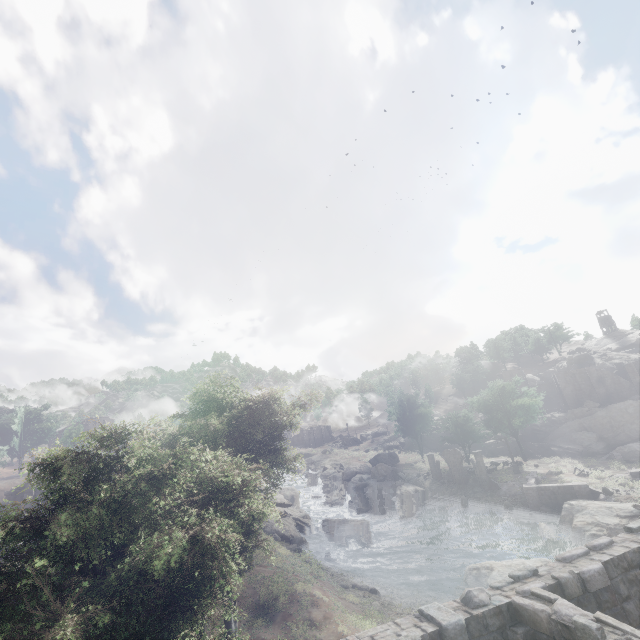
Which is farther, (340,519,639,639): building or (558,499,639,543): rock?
(558,499,639,543): rock

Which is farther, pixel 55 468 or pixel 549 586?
pixel 55 468

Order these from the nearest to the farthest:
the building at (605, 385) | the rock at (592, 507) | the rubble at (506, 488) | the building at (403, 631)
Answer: the building at (403, 631) → the rock at (592, 507) → the rubble at (506, 488) → the building at (605, 385)

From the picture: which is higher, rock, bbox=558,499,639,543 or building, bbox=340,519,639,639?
building, bbox=340,519,639,639

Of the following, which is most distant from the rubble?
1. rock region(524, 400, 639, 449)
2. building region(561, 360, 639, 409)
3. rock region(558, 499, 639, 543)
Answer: rock region(524, 400, 639, 449)

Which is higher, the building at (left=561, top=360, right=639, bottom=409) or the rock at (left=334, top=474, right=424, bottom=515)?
the building at (left=561, top=360, right=639, bottom=409)

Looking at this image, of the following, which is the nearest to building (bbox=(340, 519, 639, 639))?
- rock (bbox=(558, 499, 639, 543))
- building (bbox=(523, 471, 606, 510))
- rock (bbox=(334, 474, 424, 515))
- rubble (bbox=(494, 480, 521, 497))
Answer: rock (bbox=(558, 499, 639, 543))

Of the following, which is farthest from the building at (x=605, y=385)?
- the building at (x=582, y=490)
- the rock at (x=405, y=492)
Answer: the rock at (x=405, y=492)
